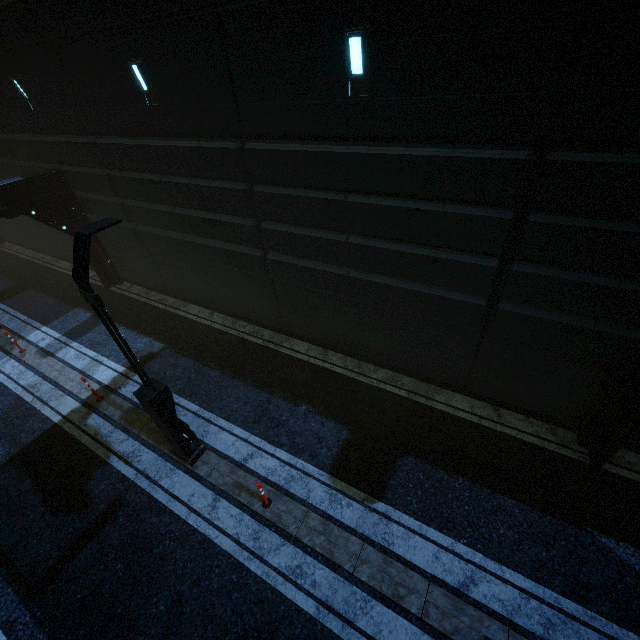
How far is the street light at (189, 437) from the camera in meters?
4.7

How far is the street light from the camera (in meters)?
4.68

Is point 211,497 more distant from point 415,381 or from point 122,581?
point 415,381
